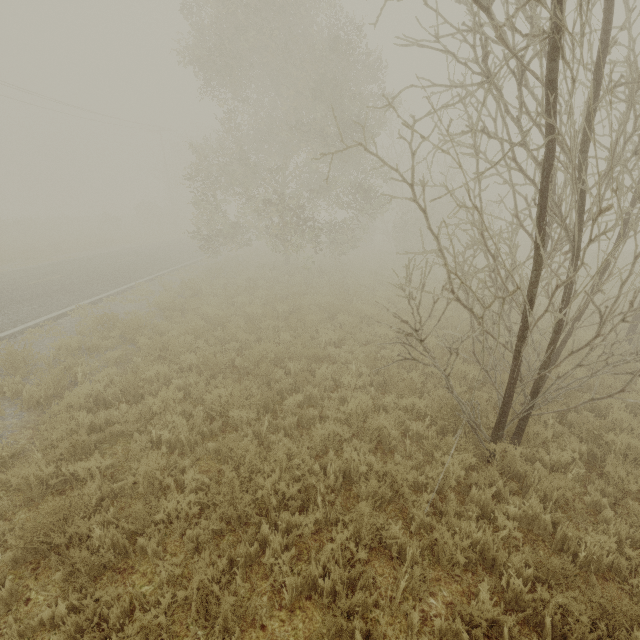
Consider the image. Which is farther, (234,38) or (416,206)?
(416,206)
